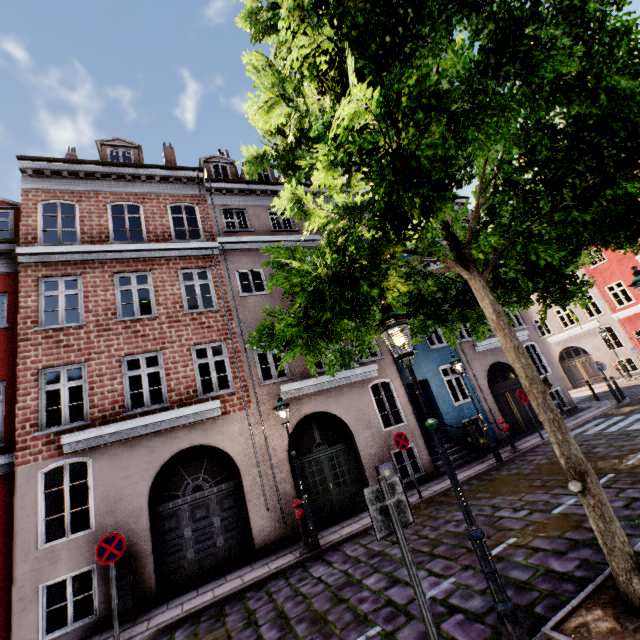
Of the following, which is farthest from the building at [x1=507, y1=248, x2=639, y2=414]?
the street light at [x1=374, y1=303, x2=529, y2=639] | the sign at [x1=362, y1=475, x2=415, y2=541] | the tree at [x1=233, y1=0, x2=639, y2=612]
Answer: the sign at [x1=362, y1=475, x2=415, y2=541]

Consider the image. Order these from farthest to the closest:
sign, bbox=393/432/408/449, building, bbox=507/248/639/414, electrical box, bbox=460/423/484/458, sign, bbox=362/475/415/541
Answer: building, bbox=507/248/639/414 < electrical box, bbox=460/423/484/458 < sign, bbox=393/432/408/449 < sign, bbox=362/475/415/541

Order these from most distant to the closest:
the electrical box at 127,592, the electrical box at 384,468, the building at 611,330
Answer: the building at 611,330 < the electrical box at 384,468 < the electrical box at 127,592

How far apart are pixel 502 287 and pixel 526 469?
7.7m

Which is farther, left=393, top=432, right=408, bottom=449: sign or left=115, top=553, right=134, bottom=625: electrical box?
left=393, top=432, right=408, bottom=449: sign

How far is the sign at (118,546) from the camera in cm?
669

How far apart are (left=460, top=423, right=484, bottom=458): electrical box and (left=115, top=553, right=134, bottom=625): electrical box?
11.63m

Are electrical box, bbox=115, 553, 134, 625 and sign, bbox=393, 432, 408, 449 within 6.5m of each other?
no
